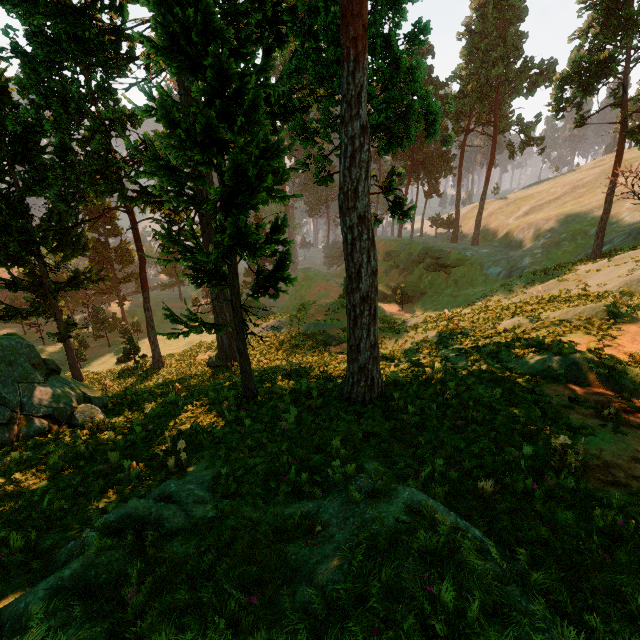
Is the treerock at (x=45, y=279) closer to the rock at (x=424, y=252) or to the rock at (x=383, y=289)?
the rock at (x=424, y=252)

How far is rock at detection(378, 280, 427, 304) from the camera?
46.47m

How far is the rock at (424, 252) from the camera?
44.78m

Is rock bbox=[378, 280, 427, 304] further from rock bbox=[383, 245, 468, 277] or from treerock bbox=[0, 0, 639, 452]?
treerock bbox=[0, 0, 639, 452]

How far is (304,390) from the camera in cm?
1127

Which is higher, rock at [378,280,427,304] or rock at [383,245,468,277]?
rock at [383,245,468,277]

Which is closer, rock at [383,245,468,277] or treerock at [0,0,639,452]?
treerock at [0,0,639,452]
